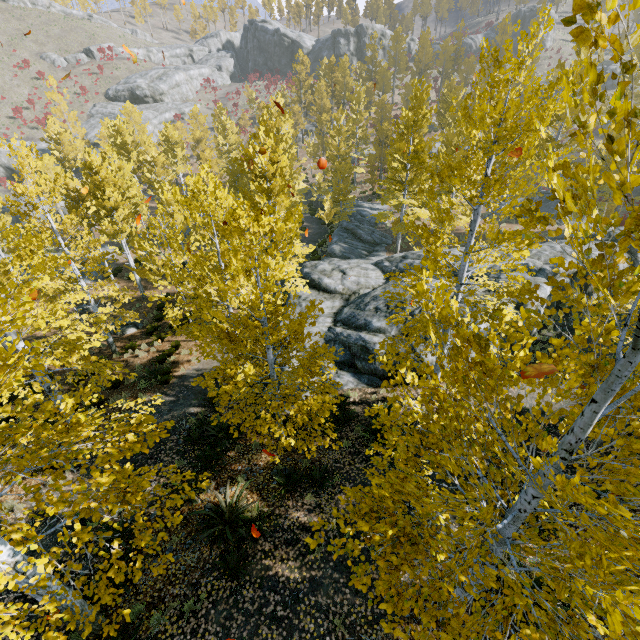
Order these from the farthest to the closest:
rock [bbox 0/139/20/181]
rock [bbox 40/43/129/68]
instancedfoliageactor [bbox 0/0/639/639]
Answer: rock [bbox 40/43/129/68], rock [bbox 0/139/20/181], instancedfoliageactor [bbox 0/0/639/639]

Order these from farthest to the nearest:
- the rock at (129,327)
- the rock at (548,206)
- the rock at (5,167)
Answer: the rock at (5,167) < the rock at (548,206) < the rock at (129,327)

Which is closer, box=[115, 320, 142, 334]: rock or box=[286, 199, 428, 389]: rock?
box=[286, 199, 428, 389]: rock

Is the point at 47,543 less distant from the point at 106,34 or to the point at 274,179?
the point at 274,179

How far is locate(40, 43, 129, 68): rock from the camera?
51.7 meters

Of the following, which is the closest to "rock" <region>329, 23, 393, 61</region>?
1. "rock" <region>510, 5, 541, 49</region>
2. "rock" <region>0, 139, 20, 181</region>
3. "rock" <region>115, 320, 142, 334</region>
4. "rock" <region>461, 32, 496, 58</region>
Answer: "rock" <region>461, 32, 496, 58</region>

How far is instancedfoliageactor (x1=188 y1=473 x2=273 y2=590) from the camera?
6.9m

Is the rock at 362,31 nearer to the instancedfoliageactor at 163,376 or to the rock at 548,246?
the instancedfoliageactor at 163,376
